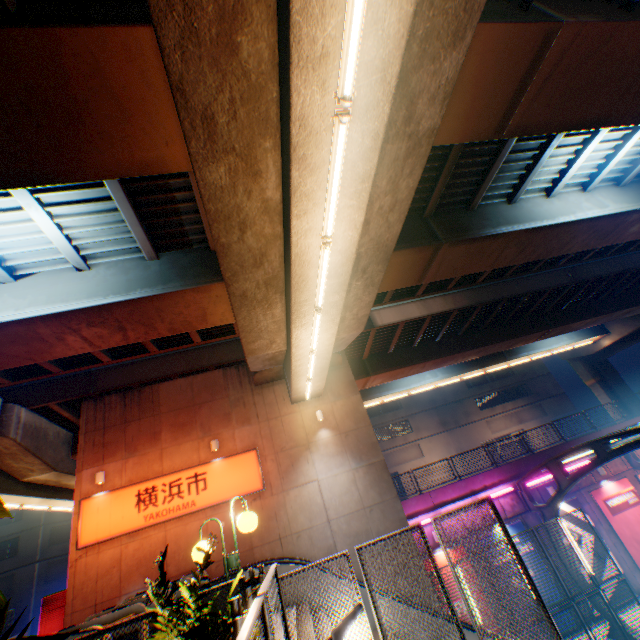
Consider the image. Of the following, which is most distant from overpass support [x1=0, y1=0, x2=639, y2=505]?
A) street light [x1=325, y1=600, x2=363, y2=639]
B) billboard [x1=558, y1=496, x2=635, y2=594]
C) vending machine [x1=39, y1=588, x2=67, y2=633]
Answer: billboard [x1=558, y1=496, x2=635, y2=594]

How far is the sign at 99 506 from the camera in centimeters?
1181cm

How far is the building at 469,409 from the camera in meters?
38.5 m

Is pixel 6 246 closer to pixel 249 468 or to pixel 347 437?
pixel 249 468

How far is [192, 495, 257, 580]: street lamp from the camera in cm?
479

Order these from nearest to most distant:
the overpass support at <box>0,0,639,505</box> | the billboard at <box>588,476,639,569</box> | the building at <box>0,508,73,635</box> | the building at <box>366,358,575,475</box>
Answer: the overpass support at <box>0,0,639,505</box> → the billboard at <box>588,476,639,569</box> → the building at <box>0,508,73,635</box> → the building at <box>366,358,575,475</box>

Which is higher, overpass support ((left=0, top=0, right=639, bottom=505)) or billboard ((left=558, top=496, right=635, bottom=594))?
overpass support ((left=0, top=0, right=639, bottom=505))

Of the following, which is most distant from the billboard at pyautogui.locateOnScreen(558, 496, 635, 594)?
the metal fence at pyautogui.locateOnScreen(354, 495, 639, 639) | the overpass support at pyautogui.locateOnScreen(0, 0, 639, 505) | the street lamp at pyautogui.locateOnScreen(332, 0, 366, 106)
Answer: the street lamp at pyautogui.locateOnScreen(332, 0, 366, 106)
